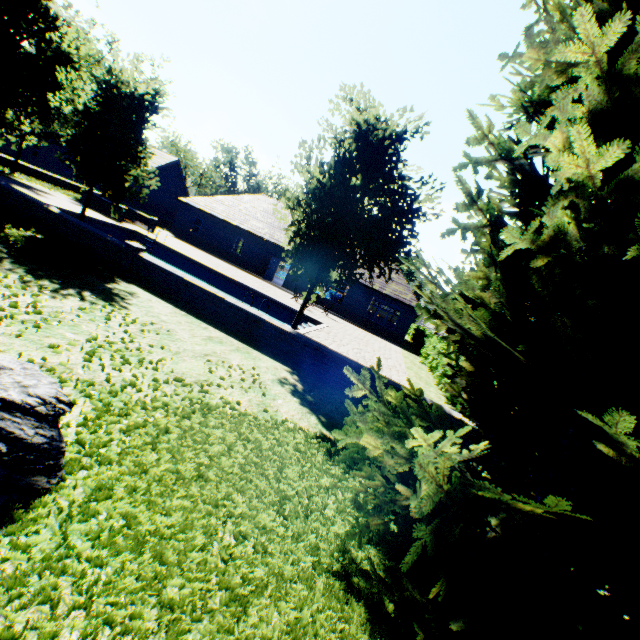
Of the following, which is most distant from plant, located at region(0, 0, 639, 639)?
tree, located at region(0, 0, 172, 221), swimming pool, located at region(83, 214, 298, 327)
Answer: swimming pool, located at region(83, 214, 298, 327)

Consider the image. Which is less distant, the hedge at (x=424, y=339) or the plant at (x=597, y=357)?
the plant at (x=597, y=357)

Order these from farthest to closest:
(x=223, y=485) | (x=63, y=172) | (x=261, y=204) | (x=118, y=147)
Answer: (x=63, y=172) < (x=261, y=204) < (x=118, y=147) < (x=223, y=485)

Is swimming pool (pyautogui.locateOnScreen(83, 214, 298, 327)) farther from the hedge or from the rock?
the rock

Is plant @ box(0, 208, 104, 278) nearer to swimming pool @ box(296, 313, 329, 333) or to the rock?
the rock

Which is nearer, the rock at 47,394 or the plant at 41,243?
the rock at 47,394

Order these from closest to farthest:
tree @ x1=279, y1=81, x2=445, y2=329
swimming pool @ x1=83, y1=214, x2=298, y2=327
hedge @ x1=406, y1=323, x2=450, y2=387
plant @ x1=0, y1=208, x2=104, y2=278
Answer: plant @ x1=0, y1=208, x2=104, y2=278, tree @ x1=279, y1=81, x2=445, y2=329, hedge @ x1=406, y1=323, x2=450, y2=387, swimming pool @ x1=83, y1=214, x2=298, y2=327

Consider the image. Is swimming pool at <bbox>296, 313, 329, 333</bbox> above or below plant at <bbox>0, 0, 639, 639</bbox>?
below
